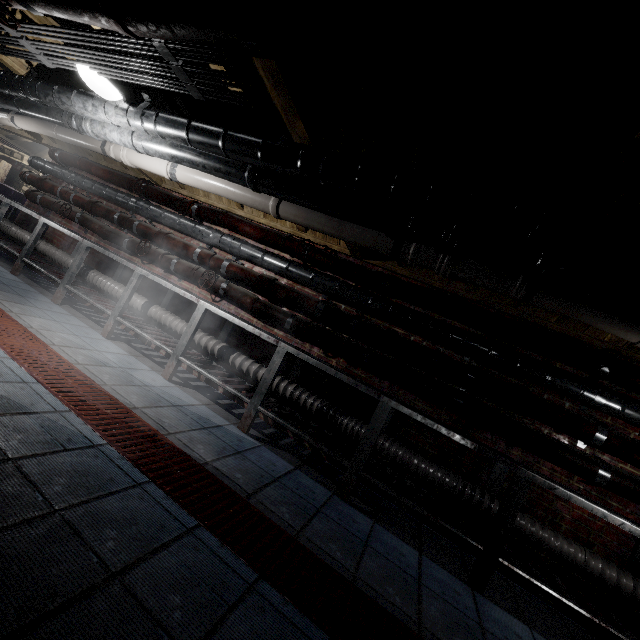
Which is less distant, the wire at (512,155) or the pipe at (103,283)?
the wire at (512,155)

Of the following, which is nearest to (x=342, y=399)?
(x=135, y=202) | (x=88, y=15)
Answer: (x=88, y=15)

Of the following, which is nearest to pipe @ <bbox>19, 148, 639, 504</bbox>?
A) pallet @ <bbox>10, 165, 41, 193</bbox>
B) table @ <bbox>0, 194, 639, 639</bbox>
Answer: table @ <bbox>0, 194, 639, 639</bbox>

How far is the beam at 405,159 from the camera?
1.8m

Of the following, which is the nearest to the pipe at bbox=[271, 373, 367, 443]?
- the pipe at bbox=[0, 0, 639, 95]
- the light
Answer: the pipe at bbox=[0, 0, 639, 95]

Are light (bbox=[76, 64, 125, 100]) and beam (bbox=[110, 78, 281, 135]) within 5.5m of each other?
yes

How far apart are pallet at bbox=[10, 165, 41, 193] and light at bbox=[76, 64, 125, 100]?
6.70m

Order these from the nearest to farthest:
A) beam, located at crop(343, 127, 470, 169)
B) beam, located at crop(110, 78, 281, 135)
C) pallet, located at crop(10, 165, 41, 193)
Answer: beam, located at crop(343, 127, 470, 169), beam, located at crop(110, 78, 281, 135), pallet, located at crop(10, 165, 41, 193)
